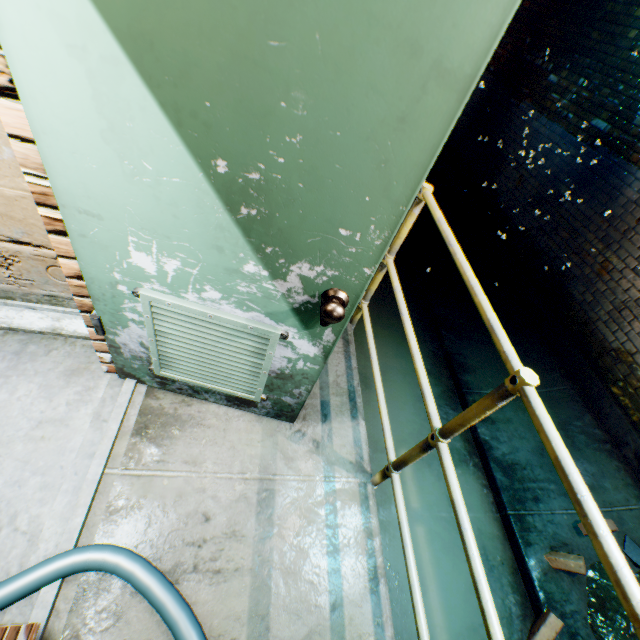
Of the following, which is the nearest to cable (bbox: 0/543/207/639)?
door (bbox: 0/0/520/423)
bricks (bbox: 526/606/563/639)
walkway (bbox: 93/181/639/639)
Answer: walkway (bbox: 93/181/639/639)

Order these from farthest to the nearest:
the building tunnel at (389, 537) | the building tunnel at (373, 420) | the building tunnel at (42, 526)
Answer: the building tunnel at (373, 420) → the building tunnel at (389, 537) → the building tunnel at (42, 526)

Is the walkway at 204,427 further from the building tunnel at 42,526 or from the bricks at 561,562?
the bricks at 561,562

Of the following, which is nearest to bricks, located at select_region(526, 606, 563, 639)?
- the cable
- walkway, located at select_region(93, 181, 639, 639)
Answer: walkway, located at select_region(93, 181, 639, 639)

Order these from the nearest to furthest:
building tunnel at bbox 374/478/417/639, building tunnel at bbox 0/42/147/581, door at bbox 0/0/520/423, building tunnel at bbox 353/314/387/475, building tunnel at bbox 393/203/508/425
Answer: door at bbox 0/0/520/423 < building tunnel at bbox 0/42/147/581 < building tunnel at bbox 374/478/417/639 < building tunnel at bbox 353/314/387/475 < building tunnel at bbox 393/203/508/425

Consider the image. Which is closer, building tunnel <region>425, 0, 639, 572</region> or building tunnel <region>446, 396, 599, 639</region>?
building tunnel <region>446, 396, 599, 639</region>

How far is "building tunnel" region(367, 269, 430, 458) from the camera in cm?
335

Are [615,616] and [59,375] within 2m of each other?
no
